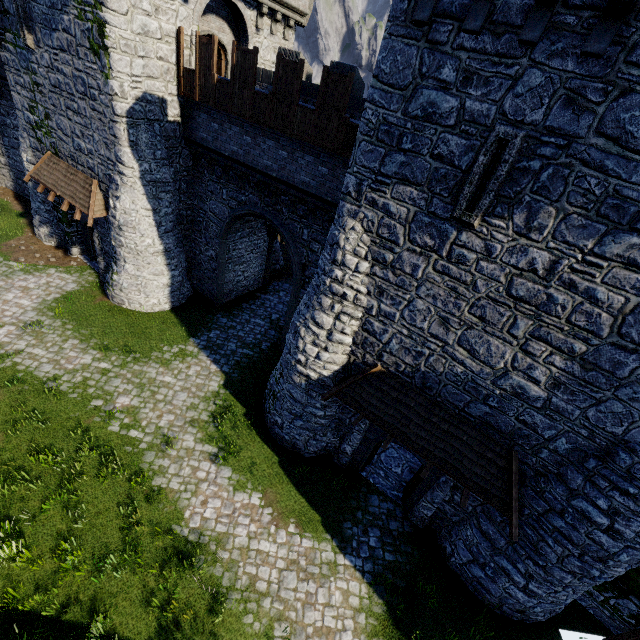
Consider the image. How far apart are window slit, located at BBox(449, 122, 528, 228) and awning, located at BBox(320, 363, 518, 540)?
4.6m

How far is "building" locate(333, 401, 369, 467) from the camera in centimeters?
1144cm

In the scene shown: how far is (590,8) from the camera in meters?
A: 5.0 m

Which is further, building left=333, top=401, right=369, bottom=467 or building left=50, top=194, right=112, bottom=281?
building left=50, top=194, right=112, bottom=281

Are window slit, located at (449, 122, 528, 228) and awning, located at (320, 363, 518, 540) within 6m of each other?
yes

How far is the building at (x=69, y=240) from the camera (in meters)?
16.64

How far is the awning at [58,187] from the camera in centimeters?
1493cm
